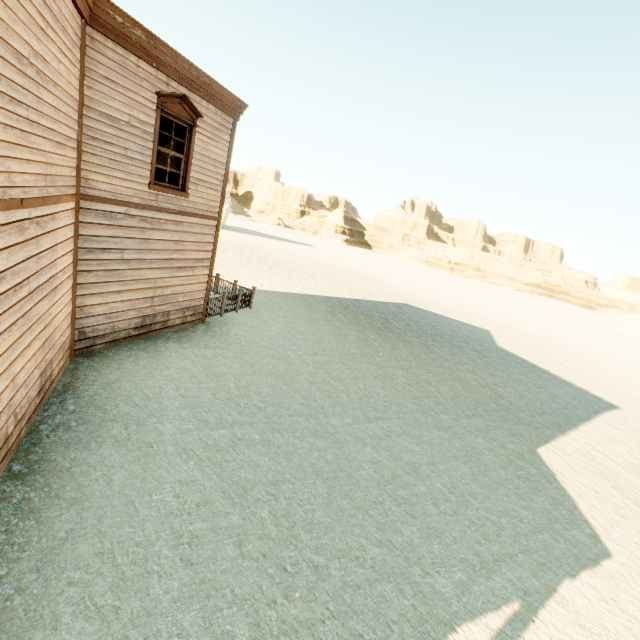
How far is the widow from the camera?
7.4m

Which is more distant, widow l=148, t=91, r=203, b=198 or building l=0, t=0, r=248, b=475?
widow l=148, t=91, r=203, b=198

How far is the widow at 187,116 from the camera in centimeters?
742cm

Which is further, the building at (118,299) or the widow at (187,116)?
the widow at (187,116)

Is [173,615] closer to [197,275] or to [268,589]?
[268,589]
